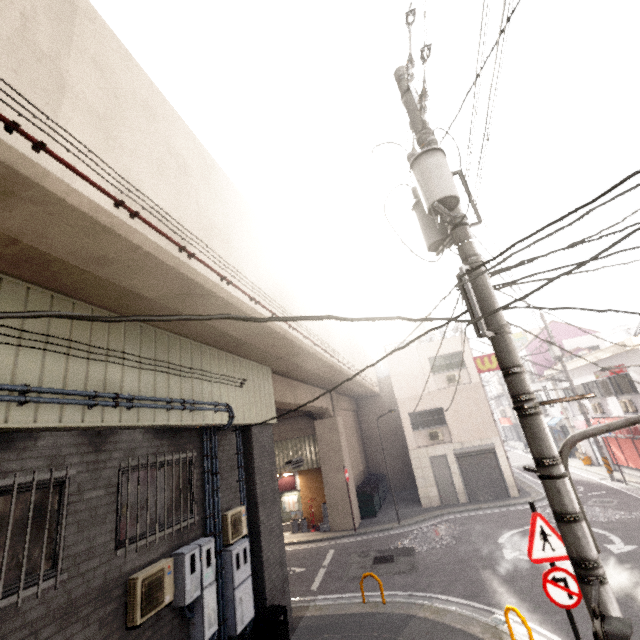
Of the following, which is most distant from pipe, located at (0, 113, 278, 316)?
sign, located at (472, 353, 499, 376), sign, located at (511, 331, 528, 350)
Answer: sign, located at (511, 331, 528, 350)

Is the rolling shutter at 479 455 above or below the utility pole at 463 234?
below

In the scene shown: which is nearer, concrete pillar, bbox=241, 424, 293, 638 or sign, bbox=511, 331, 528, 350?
concrete pillar, bbox=241, 424, 293, 638

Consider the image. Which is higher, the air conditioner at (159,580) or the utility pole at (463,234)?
the utility pole at (463,234)

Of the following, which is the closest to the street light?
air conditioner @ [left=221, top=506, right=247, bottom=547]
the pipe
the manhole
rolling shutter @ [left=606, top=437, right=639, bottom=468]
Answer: the pipe

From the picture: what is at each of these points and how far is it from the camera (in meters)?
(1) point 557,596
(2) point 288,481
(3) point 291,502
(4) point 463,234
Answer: (1) sign, 4.69
(2) sign, 18.64
(3) sign, 18.41
(4) utility pole, 3.86

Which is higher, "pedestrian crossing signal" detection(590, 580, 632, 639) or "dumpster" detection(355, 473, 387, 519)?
"pedestrian crossing signal" detection(590, 580, 632, 639)

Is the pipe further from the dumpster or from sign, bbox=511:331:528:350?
sign, bbox=511:331:528:350
